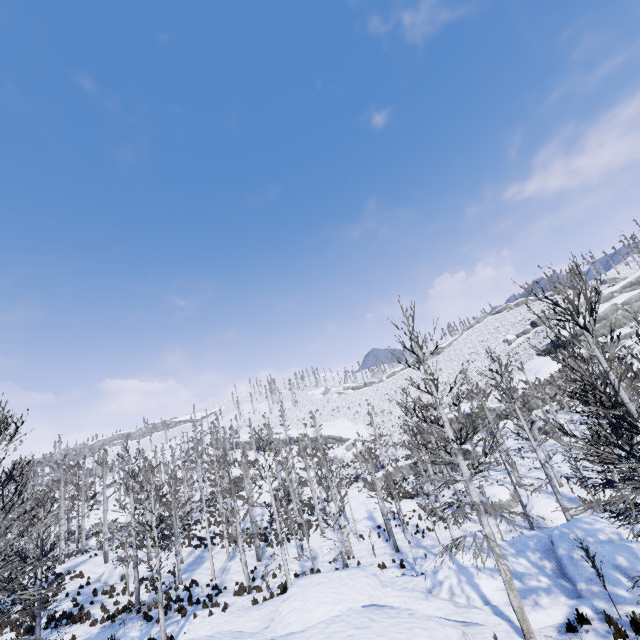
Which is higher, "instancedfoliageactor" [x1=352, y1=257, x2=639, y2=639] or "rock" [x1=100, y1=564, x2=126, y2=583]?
"instancedfoliageactor" [x1=352, y1=257, x2=639, y2=639]

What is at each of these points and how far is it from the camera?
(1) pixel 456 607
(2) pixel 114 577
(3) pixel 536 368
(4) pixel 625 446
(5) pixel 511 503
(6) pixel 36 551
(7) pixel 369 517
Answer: (1) rock, 10.32m
(2) rock, 23.70m
(3) rock, 51.16m
(4) instancedfoliageactor, 9.64m
(5) rock, 26.48m
(6) instancedfoliageactor, 24.70m
(7) rock, 32.03m

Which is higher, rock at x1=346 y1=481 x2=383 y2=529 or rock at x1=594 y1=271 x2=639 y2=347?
rock at x1=594 y1=271 x2=639 y2=347

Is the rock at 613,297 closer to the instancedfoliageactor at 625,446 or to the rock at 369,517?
the rock at 369,517

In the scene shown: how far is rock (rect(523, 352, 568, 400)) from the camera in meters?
46.0

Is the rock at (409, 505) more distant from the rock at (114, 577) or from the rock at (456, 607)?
the rock at (114, 577)

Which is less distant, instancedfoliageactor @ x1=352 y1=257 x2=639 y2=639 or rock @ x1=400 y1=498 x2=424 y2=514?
instancedfoliageactor @ x1=352 y1=257 x2=639 y2=639

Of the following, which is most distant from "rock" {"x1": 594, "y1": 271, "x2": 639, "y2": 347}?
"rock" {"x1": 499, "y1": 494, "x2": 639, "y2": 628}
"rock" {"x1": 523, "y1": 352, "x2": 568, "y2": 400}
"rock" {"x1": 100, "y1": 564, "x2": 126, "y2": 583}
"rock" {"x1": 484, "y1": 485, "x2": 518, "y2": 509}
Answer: "rock" {"x1": 100, "y1": 564, "x2": 126, "y2": 583}
